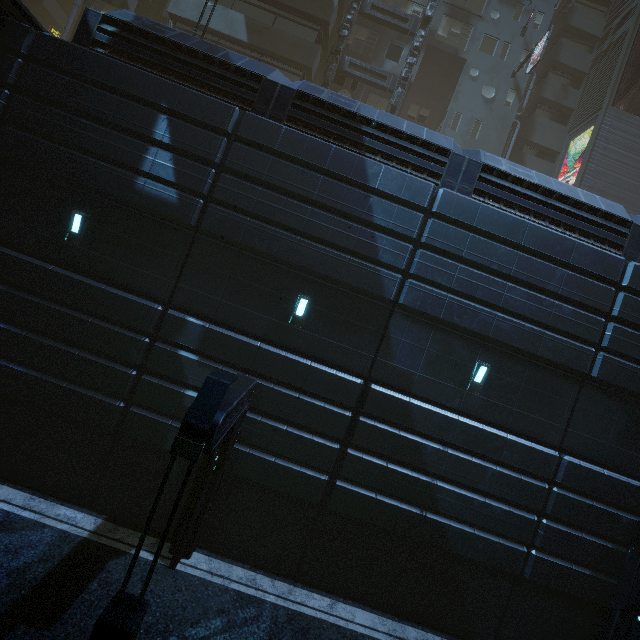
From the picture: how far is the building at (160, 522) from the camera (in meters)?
8.85

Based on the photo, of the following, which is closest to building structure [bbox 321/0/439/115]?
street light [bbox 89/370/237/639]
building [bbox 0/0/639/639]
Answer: building [bbox 0/0/639/639]

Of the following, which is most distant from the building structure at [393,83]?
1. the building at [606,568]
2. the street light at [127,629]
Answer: the street light at [127,629]

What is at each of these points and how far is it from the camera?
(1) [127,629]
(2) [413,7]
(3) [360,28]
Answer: (1) street light, 4.0 meters
(2) building, 22.4 meters
(3) building, 22.2 meters

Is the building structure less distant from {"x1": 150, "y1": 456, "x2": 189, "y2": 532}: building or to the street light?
{"x1": 150, "y1": 456, "x2": 189, "y2": 532}: building

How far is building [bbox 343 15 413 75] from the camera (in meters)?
22.09

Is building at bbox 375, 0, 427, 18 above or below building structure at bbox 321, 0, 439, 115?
above

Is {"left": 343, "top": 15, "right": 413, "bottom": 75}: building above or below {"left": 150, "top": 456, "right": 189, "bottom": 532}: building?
above
